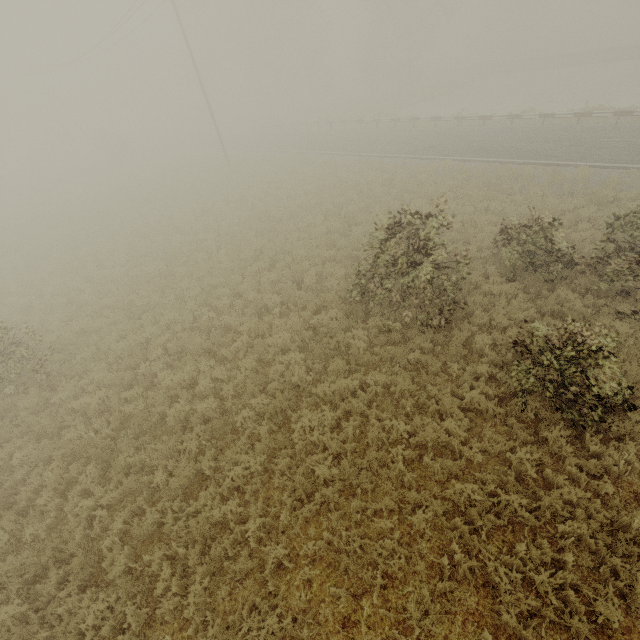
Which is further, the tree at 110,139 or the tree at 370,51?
the tree at 110,139

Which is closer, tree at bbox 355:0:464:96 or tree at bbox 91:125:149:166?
tree at bbox 355:0:464:96

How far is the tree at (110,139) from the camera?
39.78m

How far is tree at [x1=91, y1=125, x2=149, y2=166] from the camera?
39.78m

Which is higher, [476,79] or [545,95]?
[476,79]

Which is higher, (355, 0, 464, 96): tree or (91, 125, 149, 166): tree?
(355, 0, 464, 96): tree
